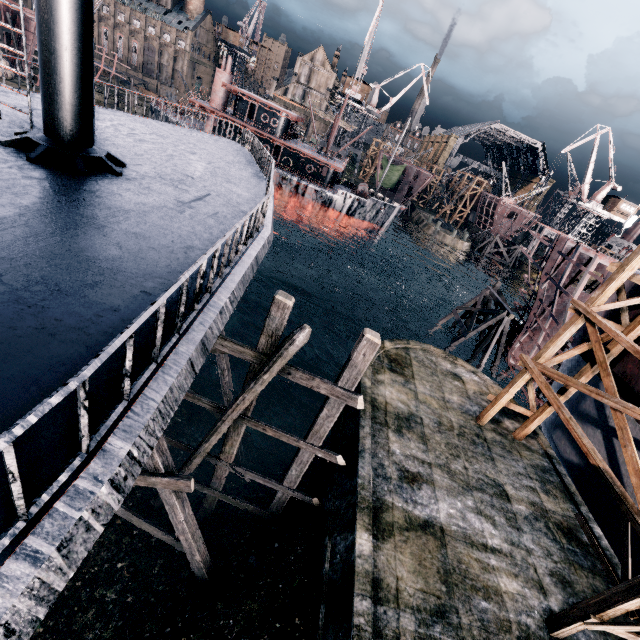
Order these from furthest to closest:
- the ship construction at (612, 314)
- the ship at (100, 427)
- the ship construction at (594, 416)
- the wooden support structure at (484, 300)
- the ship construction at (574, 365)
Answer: the wooden support structure at (484, 300) < the ship construction at (574, 365) < the ship construction at (612, 314) < the ship construction at (594, 416) < the ship at (100, 427)

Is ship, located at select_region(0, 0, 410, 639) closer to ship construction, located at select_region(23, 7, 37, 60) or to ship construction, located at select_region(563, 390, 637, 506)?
ship construction, located at select_region(563, 390, 637, 506)

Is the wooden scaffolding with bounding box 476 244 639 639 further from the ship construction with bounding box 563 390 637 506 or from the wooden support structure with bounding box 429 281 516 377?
the wooden support structure with bounding box 429 281 516 377

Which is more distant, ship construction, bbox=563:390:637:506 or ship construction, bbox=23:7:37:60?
ship construction, bbox=23:7:37:60

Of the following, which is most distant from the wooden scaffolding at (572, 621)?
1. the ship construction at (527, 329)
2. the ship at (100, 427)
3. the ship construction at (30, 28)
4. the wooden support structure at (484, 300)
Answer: the ship construction at (30, 28)

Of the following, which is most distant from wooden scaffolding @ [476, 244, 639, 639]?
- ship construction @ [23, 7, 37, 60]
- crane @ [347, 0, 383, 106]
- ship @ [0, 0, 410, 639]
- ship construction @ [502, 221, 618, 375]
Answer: ship construction @ [23, 7, 37, 60]

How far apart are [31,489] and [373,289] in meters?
47.5 m

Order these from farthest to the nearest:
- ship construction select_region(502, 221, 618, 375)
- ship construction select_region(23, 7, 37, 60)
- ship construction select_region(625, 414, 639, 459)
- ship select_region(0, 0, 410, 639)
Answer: ship construction select_region(23, 7, 37, 60)
ship construction select_region(502, 221, 618, 375)
ship construction select_region(625, 414, 639, 459)
ship select_region(0, 0, 410, 639)
